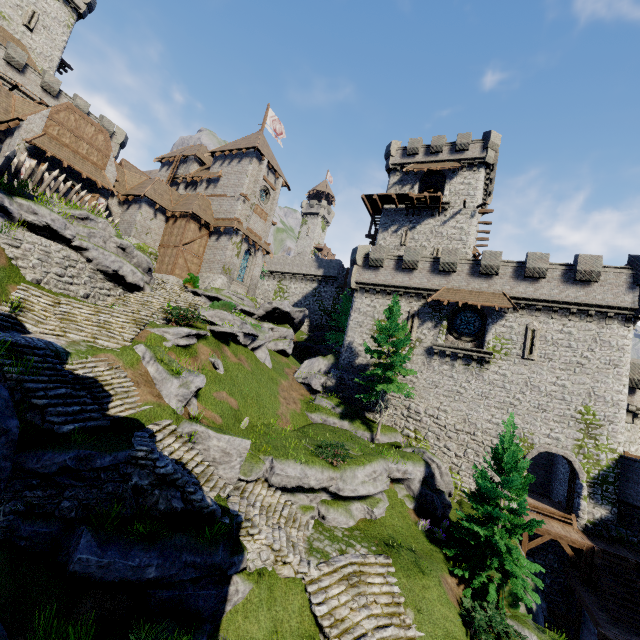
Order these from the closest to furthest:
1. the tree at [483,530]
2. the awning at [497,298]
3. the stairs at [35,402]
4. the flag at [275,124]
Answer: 1. the stairs at [35,402]
2. the tree at [483,530]
3. the awning at [497,298]
4. the flag at [275,124]

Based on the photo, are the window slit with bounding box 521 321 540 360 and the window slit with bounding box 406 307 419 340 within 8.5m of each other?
yes

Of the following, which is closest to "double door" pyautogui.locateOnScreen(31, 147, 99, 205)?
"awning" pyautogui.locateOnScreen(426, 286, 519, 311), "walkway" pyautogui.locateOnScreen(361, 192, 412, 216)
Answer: "walkway" pyautogui.locateOnScreen(361, 192, 412, 216)

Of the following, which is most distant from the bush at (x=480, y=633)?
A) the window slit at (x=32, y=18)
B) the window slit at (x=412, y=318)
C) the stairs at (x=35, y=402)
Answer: the window slit at (x=32, y=18)

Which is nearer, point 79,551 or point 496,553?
point 79,551

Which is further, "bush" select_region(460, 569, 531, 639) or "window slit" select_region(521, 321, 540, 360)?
"window slit" select_region(521, 321, 540, 360)

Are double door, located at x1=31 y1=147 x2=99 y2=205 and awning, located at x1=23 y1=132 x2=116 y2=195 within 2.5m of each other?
yes

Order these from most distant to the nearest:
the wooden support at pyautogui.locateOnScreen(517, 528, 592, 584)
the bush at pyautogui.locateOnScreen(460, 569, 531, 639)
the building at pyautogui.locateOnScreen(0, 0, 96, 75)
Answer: the building at pyautogui.locateOnScreen(0, 0, 96, 75), the wooden support at pyautogui.locateOnScreen(517, 528, 592, 584), the bush at pyautogui.locateOnScreen(460, 569, 531, 639)
